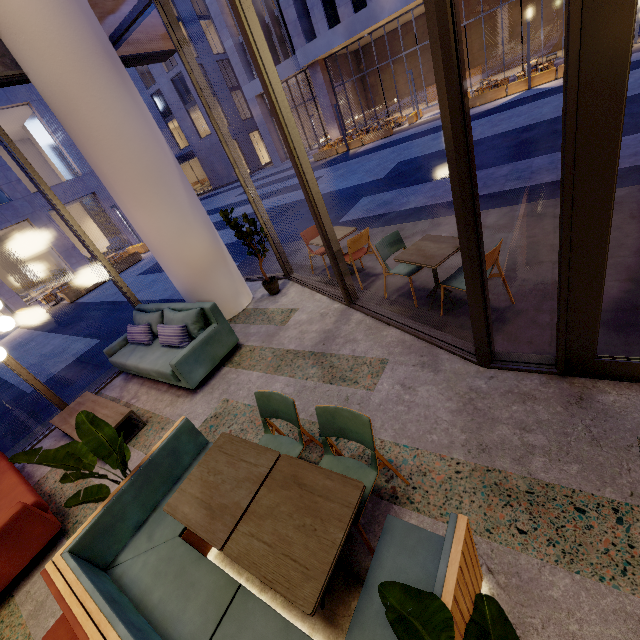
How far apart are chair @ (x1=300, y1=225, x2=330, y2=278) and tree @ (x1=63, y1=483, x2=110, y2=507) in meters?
4.2

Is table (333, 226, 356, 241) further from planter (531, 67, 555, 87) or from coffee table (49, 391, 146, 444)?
planter (531, 67, 555, 87)

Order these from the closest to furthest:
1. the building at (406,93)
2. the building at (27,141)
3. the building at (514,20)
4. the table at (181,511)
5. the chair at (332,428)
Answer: the table at (181,511), the chair at (332,428), the building at (27,141), the building at (514,20), the building at (406,93)

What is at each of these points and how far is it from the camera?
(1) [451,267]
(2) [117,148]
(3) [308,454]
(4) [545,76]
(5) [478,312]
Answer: (1) building, 4.78m
(2) column, 4.57m
(3) building, 3.06m
(4) planter, 15.68m
(5) window frame, 2.76m

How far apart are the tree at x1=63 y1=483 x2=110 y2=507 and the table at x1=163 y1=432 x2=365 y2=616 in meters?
0.5

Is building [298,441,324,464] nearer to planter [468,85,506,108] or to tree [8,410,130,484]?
tree [8,410,130,484]

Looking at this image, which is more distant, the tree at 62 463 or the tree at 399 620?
the tree at 62 463

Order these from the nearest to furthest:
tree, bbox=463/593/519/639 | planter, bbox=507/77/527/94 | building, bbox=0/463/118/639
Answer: tree, bbox=463/593/519/639
building, bbox=0/463/118/639
planter, bbox=507/77/527/94
